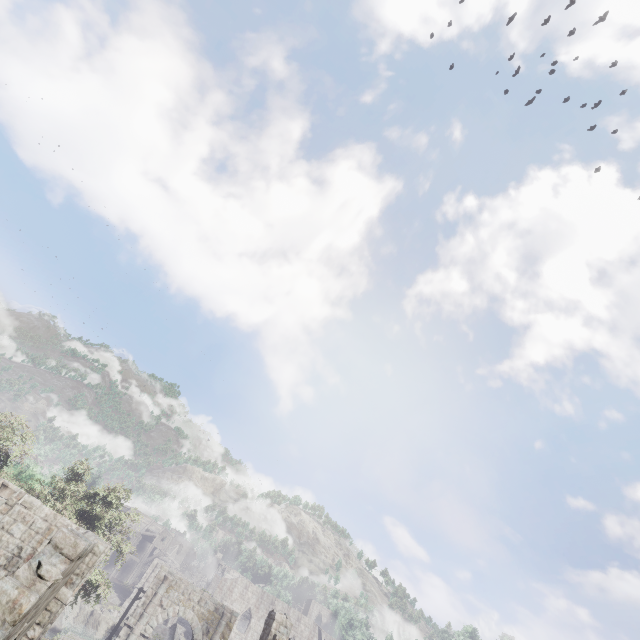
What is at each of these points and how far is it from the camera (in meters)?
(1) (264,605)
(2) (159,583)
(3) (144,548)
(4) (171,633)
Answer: (1) building, 51.94
(2) stone arch, 26.19
(3) building, 58.56
(4) bridge, 35.31

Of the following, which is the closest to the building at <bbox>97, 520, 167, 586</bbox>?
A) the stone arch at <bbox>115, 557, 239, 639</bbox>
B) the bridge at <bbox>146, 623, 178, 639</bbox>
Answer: the stone arch at <bbox>115, 557, 239, 639</bbox>

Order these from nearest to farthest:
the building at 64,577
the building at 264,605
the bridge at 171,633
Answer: the building at 64,577, the building at 264,605, the bridge at 171,633

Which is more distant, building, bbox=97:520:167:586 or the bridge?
building, bbox=97:520:167:586

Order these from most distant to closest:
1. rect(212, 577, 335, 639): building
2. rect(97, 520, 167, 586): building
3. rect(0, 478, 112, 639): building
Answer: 1. rect(97, 520, 167, 586): building
2. rect(212, 577, 335, 639): building
3. rect(0, 478, 112, 639): building

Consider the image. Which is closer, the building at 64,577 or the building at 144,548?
the building at 64,577
